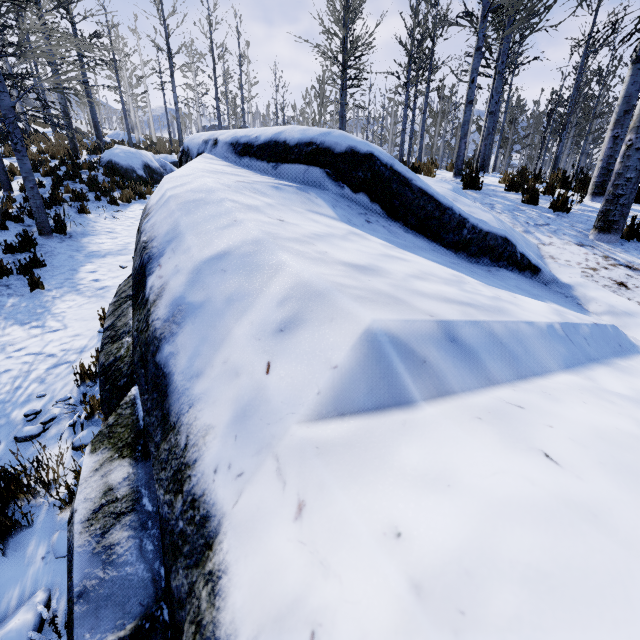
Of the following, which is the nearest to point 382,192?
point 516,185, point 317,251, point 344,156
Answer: point 344,156

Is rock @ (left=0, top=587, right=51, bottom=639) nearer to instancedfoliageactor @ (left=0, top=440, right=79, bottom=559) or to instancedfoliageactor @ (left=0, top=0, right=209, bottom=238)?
instancedfoliageactor @ (left=0, top=440, right=79, bottom=559)

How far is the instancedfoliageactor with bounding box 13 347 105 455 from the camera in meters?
3.3

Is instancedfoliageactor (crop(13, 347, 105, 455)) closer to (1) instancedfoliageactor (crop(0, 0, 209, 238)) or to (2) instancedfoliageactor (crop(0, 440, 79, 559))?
(1) instancedfoliageactor (crop(0, 0, 209, 238))

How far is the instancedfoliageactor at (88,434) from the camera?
3.29m

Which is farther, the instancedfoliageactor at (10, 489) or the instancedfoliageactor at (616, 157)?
the instancedfoliageactor at (616, 157)

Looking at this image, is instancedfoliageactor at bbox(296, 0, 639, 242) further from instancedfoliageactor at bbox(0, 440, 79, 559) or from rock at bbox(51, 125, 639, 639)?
instancedfoliageactor at bbox(0, 440, 79, 559)

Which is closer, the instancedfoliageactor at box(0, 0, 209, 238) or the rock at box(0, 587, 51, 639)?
the rock at box(0, 587, 51, 639)
